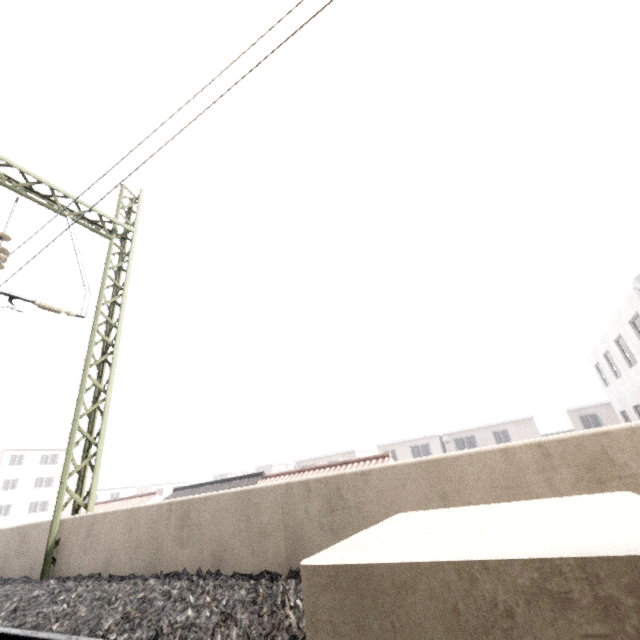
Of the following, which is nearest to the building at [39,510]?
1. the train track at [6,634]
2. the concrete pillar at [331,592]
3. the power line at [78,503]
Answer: the train track at [6,634]

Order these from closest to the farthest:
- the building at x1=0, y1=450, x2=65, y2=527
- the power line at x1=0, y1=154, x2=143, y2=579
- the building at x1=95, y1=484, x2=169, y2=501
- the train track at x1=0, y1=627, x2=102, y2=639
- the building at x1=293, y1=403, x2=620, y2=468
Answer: the train track at x1=0, y1=627, x2=102, y2=639 < the power line at x1=0, y1=154, x2=143, y2=579 < the building at x1=293, y1=403, x2=620, y2=468 < the building at x1=0, y1=450, x2=65, y2=527 < the building at x1=95, y1=484, x2=169, y2=501

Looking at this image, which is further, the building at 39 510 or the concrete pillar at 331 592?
the building at 39 510

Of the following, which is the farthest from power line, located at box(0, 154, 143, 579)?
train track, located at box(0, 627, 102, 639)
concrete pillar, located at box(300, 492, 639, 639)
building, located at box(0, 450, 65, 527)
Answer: building, located at box(0, 450, 65, 527)

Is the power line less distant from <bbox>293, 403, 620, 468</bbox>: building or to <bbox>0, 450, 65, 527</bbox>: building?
<bbox>0, 450, 65, 527</bbox>: building

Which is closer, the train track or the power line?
the train track

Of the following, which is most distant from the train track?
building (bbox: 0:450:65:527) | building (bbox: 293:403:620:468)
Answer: building (bbox: 293:403:620:468)

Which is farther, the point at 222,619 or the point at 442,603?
the point at 222,619
